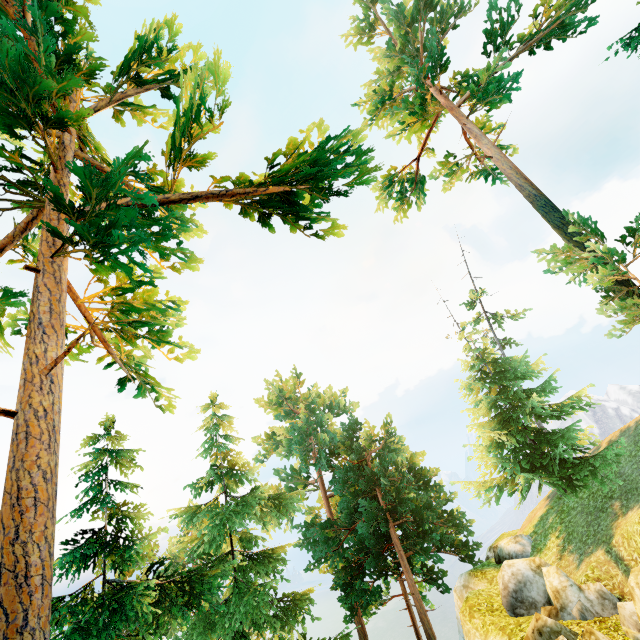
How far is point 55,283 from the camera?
5.2 meters

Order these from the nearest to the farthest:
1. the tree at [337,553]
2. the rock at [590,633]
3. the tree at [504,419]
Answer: the tree at [337,553], the rock at [590,633], the tree at [504,419]

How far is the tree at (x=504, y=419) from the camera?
13.7m

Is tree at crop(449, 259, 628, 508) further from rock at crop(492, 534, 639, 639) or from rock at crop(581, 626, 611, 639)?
rock at crop(581, 626, 611, 639)

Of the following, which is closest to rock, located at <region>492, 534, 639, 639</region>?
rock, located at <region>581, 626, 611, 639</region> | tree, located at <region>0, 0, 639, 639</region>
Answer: rock, located at <region>581, 626, 611, 639</region>

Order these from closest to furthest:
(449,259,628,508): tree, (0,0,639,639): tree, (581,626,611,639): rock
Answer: (0,0,639,639): tree
(581,626,611,639): rock
(449,259,628,508): tree
